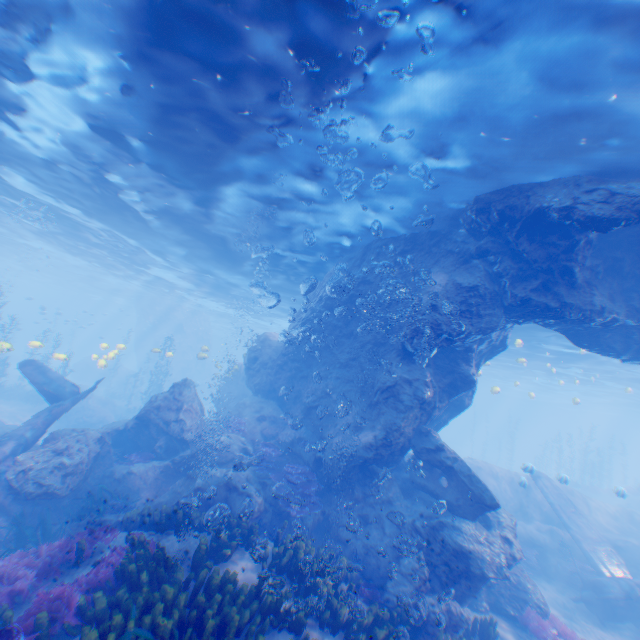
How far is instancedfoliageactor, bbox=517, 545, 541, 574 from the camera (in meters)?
15.86

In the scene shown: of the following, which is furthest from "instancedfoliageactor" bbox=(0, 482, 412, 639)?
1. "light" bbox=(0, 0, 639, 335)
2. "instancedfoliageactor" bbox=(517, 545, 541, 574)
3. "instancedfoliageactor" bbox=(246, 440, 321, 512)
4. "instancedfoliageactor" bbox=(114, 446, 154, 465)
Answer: "instancedfoliageactor" bbox=(517, 545, 541, 574)

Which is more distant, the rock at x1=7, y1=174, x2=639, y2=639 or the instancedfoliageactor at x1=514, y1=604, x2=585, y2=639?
the instancedfoliageactor at x1=514, y1=604, x2=585, y2=639

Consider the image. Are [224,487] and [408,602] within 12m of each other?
yes

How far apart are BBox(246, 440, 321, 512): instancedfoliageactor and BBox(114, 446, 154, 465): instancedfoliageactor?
4.88m

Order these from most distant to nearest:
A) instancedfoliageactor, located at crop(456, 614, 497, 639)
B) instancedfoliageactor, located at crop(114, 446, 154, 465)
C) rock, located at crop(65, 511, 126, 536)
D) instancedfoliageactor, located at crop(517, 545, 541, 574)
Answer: instancedfoliageactor, located at crop(517, 545, 541, 574) → instancedfoliageactor, located at crop(114, 446, 154, 465) → rock, located at crop(65, 511, 126, 536) → instancedfoliageactor, located at crop(456, 614, 497, 639)

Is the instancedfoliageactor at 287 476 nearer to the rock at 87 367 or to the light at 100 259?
the rock at 87 367

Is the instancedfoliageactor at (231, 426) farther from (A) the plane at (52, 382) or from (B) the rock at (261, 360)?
(A) the plane at (52, 382)
